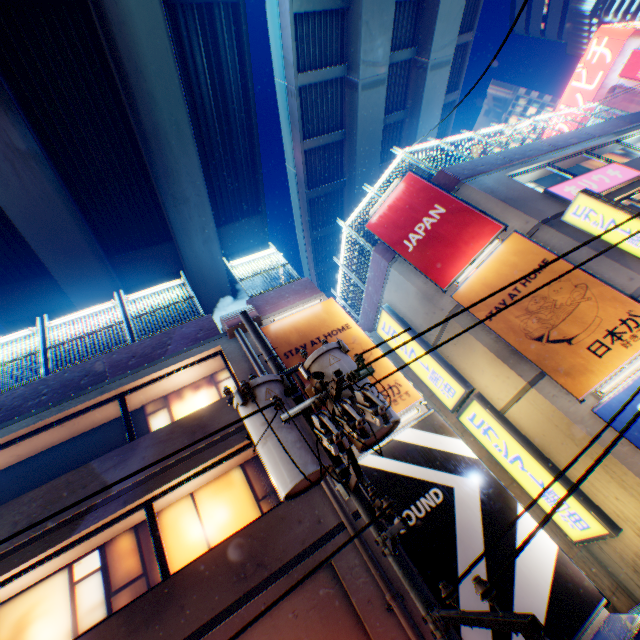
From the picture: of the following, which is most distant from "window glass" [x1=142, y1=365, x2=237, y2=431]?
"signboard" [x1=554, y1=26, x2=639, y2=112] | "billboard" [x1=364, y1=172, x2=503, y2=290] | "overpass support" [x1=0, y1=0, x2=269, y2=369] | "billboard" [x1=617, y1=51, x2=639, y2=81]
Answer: "signboard" [x1=554, y1=26, x2=639, y2=112]

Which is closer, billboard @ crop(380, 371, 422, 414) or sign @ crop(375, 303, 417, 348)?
billboard @ crop(380, 371, 422, 414)

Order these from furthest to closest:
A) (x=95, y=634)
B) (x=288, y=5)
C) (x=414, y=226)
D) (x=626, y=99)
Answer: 1. (x=626, y=99)
2. (x=288, y=5)
3. (x=414, y=226)
4. (x=95, y=634)

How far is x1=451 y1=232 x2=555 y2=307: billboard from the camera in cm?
930

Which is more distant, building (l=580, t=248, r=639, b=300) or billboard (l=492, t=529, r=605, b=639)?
building (l=580, t=248, r=639, b=300)

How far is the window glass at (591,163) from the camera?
14.0 meters

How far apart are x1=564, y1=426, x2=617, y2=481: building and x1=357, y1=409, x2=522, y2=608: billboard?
2.9 meters

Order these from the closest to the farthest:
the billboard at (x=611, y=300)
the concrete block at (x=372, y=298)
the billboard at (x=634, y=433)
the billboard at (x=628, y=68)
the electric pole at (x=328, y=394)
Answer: the electric pole at (x=328, y=394) < the billboard at (x=634, y=433) < the billboard at (x=611, y=300) < the concrete block at (x=372, y=298) < the billboard at (x=628, y=68)
